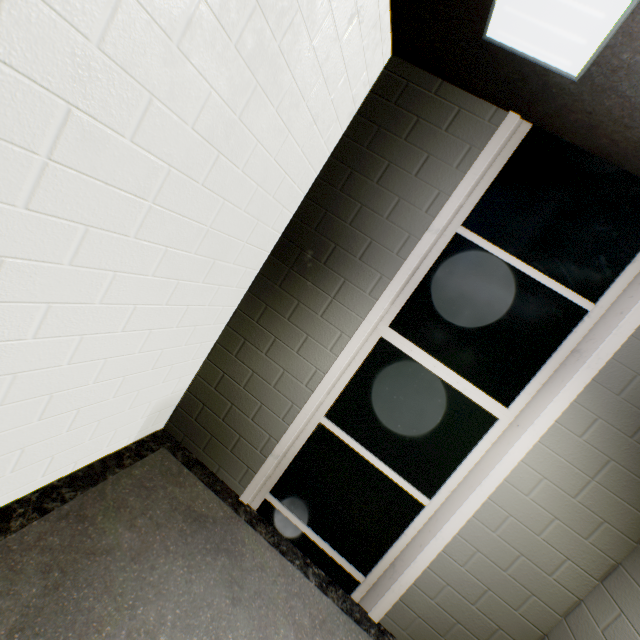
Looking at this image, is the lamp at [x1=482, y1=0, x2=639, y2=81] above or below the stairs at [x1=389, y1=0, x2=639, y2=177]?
below

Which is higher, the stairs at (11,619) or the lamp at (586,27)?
the lamp at (586,27)

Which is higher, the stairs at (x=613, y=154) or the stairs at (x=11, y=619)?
the stairs at (x=613, y=154)

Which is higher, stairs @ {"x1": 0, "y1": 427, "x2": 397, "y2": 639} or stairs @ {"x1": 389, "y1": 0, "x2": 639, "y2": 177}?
stairs @ {"x1": 389, "y1": 0, "x2": 639, "y2": 177}

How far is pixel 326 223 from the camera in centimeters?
235cm
